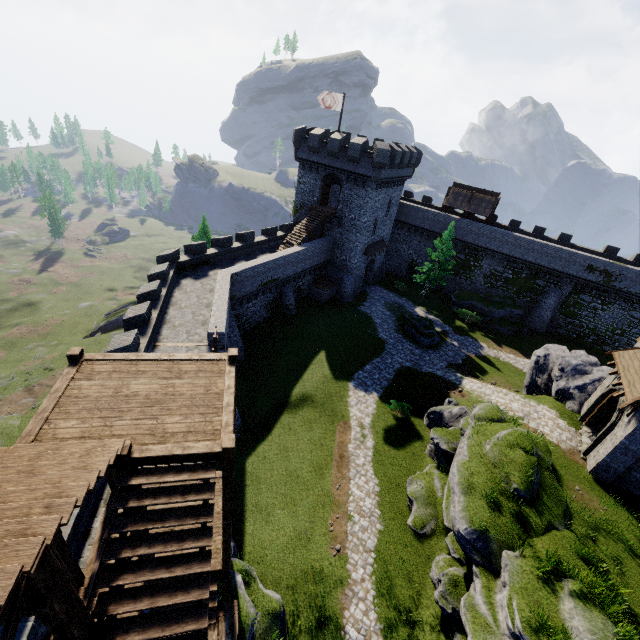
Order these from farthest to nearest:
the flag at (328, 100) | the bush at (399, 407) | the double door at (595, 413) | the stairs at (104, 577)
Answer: the flag at (328, 100) → the bush at (399, 407) → the double door at (595, 413) → the stairs at (104, 577)

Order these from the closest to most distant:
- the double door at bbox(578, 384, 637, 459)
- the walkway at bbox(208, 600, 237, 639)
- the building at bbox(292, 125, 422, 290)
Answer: the walkway at bbox(208, 600, 237, 639) → the double door at bbox(578, 384, 637, 459) → the building at bbox(292, 125, 422, 290)

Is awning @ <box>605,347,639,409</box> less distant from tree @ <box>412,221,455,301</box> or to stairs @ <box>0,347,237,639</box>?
stairs @ <box>0,347,237,639</box>

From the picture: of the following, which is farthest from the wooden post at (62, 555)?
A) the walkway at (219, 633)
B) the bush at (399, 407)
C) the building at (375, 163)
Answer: the building at (375, 163)

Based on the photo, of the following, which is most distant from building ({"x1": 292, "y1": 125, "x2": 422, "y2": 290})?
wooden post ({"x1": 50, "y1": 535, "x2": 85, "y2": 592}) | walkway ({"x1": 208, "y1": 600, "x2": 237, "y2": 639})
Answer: wooden post ({"x1": 50, "y1": 535, "x2": 85, "y2": 592})

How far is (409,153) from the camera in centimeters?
3541cm

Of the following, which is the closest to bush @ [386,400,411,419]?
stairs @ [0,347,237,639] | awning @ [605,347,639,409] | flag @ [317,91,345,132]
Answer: awning @ [605,347,639,409]

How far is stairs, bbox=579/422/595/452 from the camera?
19.75m
